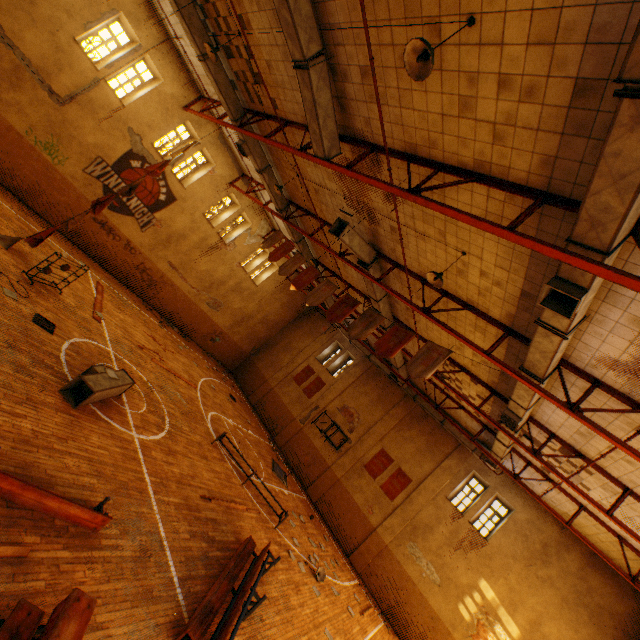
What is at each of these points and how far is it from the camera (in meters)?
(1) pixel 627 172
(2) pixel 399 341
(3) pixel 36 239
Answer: (1) vent duct, 3.45
(2) banner, 9.01
(3) banner, 10.38

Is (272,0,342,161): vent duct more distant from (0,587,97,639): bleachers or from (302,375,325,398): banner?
(0,587,97,639): bleachers

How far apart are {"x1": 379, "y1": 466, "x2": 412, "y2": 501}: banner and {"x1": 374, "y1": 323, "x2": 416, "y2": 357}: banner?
12.00m

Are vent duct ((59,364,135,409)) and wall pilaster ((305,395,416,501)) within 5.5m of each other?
no

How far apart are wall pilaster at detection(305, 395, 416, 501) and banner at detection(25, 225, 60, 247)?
16.38m

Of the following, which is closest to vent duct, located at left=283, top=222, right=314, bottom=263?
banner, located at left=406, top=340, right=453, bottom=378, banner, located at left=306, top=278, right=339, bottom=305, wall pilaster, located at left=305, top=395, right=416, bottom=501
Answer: wall pilaster, located at left=305, top=395, right=416, bottom=501

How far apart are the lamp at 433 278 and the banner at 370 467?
14.0m

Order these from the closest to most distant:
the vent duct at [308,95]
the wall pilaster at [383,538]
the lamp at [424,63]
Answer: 1. the lamp at [424,63]
2. the vent duct at [308,95]
3. the wall pilaster at [383,538]
